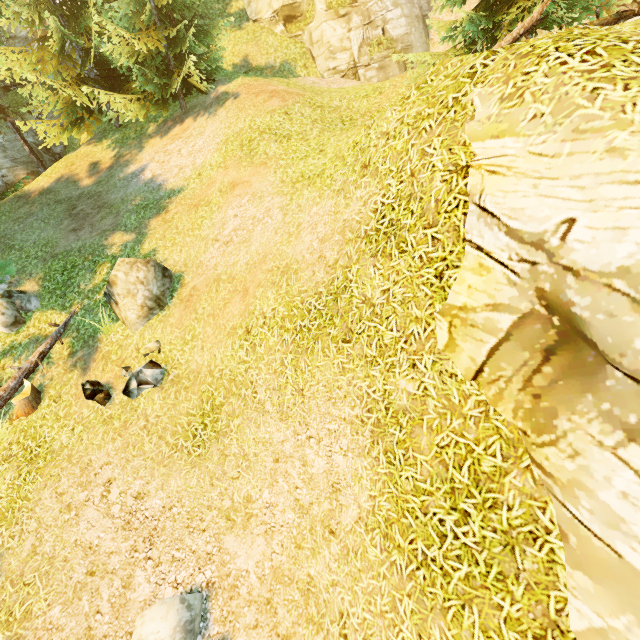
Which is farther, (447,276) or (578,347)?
(447,276)

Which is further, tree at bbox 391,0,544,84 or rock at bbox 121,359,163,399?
tree at bbox 391,0,544,84

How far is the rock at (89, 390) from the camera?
7.5m

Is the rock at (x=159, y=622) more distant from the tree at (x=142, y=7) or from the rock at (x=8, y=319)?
the rock at (x=8, y=319)

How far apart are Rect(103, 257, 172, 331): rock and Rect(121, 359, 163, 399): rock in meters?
1.0 m

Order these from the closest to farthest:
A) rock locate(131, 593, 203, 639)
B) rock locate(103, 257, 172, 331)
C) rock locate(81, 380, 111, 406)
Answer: rock locate(131, 593, 203, 639) → rock locate(81, 380, 111, 406) → rock locate(103, 257, 172, 331)

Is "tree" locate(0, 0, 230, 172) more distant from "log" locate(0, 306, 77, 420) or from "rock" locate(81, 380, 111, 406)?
"rock" locate(81, 380, 111, 406)

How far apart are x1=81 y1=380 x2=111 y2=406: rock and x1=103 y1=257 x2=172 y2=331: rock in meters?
1.4
